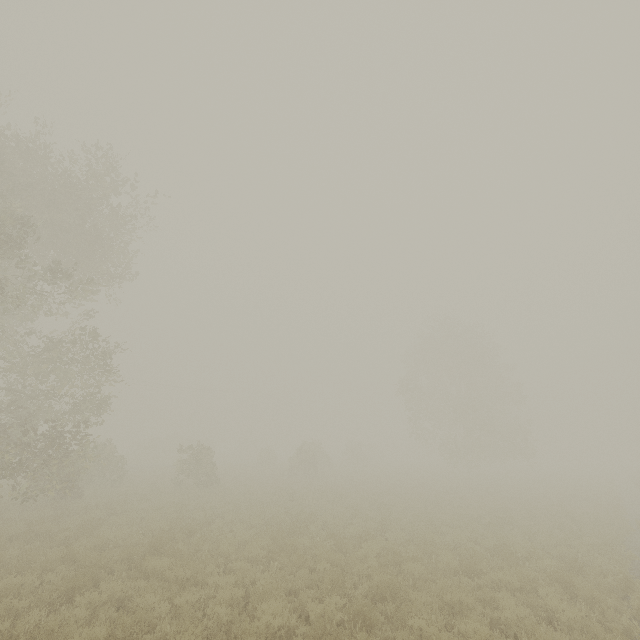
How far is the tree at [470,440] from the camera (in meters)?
33.72

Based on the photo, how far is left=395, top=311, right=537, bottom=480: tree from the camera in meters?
33.7

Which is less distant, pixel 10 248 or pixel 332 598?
pixel 332 598
